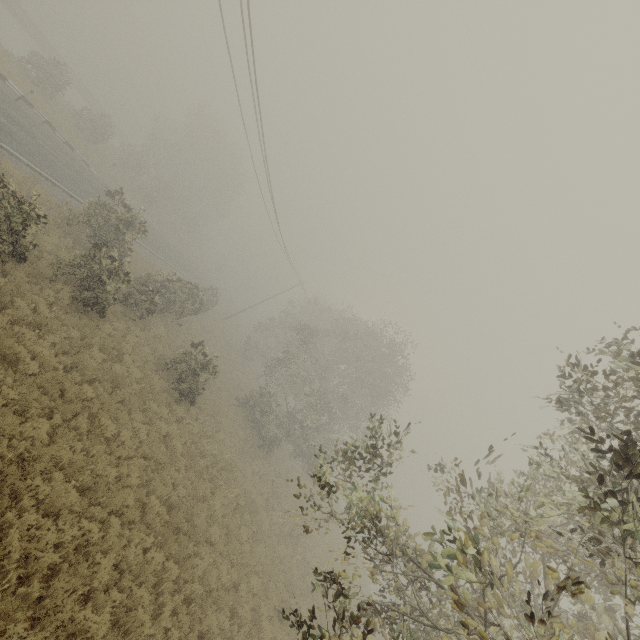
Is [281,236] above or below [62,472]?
above
